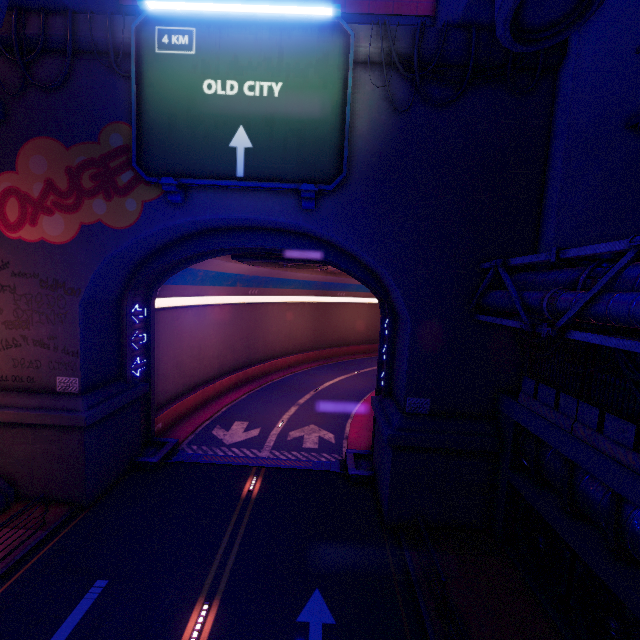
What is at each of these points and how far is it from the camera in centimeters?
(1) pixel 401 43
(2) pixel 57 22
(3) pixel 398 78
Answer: (1) wall arch, 1127cm
(2) wall arch, 1146cm
(3) wall arch, 1173cm

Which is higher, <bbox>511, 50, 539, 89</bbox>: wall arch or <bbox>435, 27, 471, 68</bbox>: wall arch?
<bbox>435, 27, 471, 68</bbox>: wall arch

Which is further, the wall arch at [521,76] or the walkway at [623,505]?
the wall arch at [521,76]

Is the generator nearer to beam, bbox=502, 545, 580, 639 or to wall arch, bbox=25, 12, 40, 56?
wall arch, bbox=25, 12, 40, 56

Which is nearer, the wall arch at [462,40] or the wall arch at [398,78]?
the wall arch at [462,40]

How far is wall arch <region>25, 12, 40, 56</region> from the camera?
11.46m

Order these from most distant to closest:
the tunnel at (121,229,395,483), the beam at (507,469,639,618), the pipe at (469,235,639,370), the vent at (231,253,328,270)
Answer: the vent at (231,253,328,270), the tunnel at (121,229,395,483), the beam at (507,469,639,618), the pipe at (469,235,639,370)
